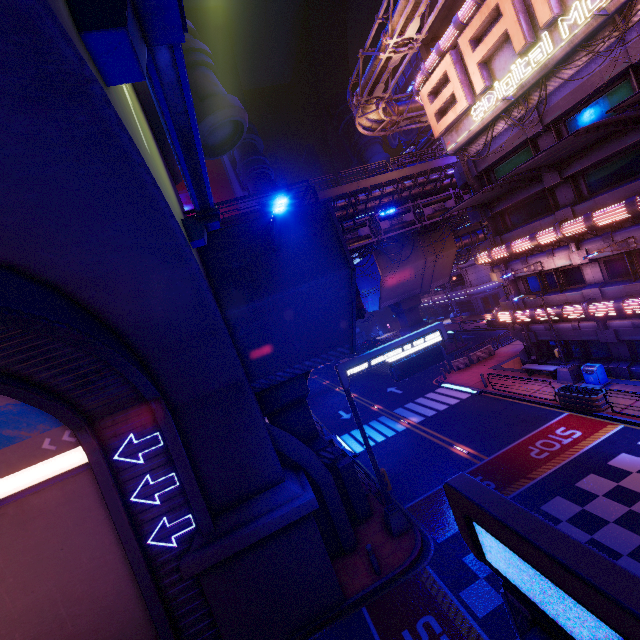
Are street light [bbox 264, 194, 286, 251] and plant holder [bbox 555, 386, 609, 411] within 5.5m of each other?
no

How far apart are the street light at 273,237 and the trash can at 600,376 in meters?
19.0 m

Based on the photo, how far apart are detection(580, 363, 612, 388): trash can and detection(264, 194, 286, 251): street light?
19.0 meters

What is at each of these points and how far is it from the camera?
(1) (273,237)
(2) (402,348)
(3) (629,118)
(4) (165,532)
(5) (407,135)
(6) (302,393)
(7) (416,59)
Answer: (1) street light, 10.6m
(2) sign, 13.9m
(3) awning, 13.4m
(4) tunnel, 10.1m
(5) satellite dish, 56.9m
(6) pillar, 14.8m
(7) walkway, 56.4m

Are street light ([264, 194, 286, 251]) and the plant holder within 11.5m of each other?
no

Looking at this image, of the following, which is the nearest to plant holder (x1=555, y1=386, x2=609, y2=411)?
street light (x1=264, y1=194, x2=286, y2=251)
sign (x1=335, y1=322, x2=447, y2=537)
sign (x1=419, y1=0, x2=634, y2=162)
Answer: sign (x1=335, y1=322, x2=447, y2=537)

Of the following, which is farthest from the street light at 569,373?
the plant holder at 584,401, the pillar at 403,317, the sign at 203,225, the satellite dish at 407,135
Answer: the satellite dish at 407,135

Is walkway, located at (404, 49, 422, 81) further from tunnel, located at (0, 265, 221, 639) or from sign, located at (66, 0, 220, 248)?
tunnel, located at (0, 265, 221, 639)
